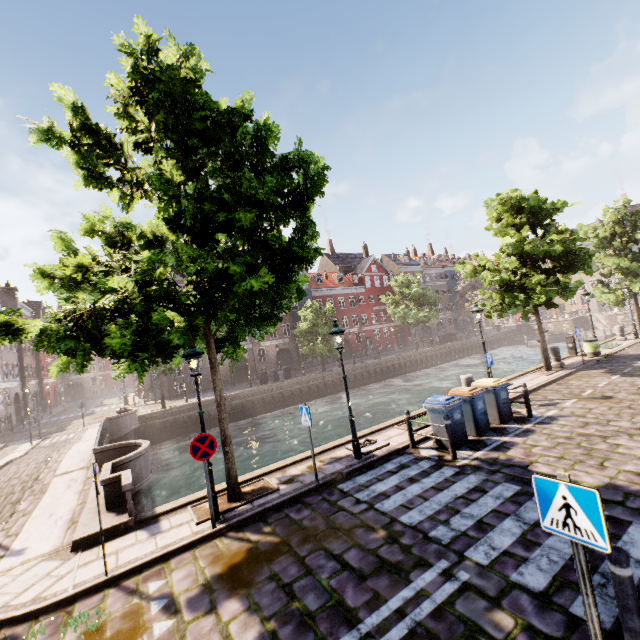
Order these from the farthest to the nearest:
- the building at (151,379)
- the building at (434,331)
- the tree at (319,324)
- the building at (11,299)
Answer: the building at (434,331) → the building at (11,299) → the building at (151,379) → the tree at (319,324)

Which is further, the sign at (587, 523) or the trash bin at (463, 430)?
the trash bin at (463, 430)

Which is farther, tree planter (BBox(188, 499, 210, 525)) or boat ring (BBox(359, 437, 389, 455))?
boat ring (BBox(359, 437, 389, 455))

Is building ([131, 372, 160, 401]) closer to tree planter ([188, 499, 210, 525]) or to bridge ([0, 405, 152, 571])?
bridge ([0, 405, 152, 571])

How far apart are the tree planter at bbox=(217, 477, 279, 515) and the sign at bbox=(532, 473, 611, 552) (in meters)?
6.28

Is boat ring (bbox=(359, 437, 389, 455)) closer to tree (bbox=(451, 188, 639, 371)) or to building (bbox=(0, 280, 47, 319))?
tree (bbox=(451, 188, 639, 371))

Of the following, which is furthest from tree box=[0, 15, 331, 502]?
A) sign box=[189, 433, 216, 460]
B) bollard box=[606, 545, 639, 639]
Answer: bollard box=[606, 545, 639, 639]

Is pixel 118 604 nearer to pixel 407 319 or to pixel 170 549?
pixel 170 549
